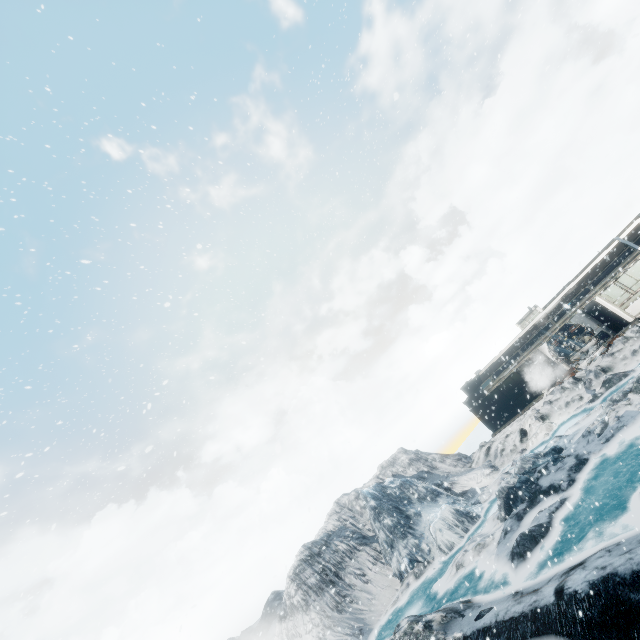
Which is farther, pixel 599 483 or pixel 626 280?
pixel 626 280
